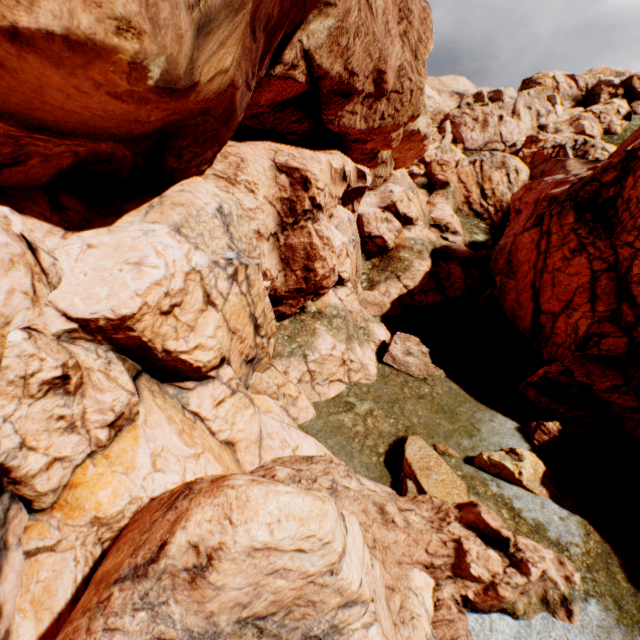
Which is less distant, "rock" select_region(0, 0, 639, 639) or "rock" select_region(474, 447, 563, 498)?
"rock" select_region(0, 0, 639, 639)

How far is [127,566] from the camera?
5.2 meters

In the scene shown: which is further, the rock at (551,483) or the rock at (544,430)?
the rock at (544,430)

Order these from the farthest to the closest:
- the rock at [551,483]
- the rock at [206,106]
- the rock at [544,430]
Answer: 1. the rock at [544,430]
2. the rock at [551,483]
3. the rock at [206,106]

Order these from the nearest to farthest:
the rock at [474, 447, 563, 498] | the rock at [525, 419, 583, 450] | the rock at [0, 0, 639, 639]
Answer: the rock at [0, 0, 639, 639]
the rock at [474, 447, 563, 498]
the rock at [525, 419, 583, 450]

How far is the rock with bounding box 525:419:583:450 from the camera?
13.36m
